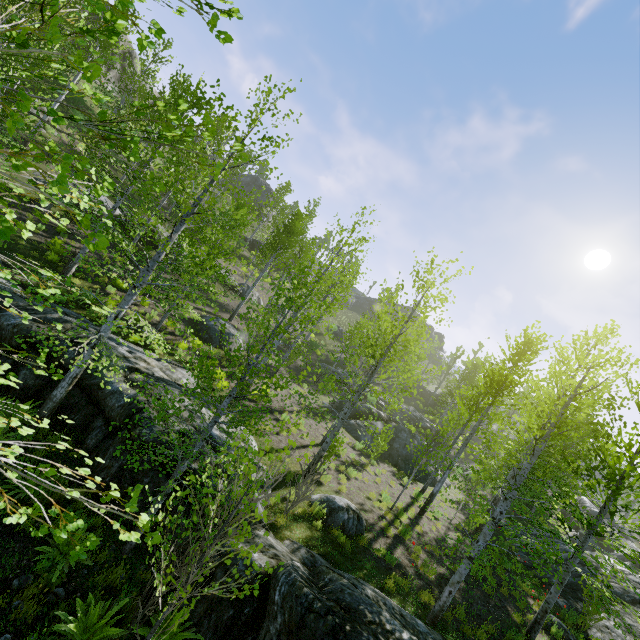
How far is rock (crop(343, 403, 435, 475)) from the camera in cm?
1998

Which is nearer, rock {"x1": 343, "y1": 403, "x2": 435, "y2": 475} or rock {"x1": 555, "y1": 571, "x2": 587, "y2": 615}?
rock {"x1": 555, "y1": 571, "x2": 587, "y2": 615}

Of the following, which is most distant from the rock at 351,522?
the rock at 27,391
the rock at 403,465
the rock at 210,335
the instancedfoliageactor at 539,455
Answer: the rock at 210,335

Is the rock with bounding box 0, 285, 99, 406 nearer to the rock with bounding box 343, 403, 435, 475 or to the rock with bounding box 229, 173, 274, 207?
the rock with bounding box 343, 403, 435, 475

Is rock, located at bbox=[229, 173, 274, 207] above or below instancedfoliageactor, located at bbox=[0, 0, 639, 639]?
above

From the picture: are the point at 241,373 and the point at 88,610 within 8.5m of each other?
yes

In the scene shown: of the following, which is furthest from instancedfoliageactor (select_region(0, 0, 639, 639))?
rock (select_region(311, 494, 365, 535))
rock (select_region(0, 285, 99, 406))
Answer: rock (select_region(311, 494, 365, 535))

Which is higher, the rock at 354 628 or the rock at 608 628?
the rock at 608 628
